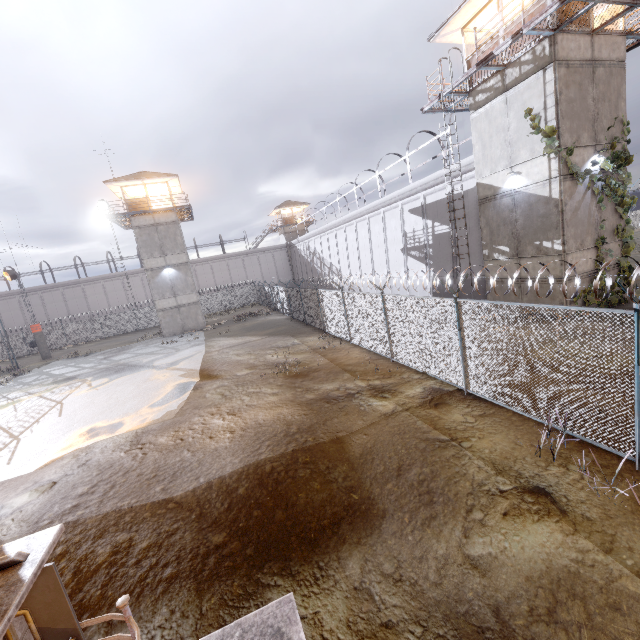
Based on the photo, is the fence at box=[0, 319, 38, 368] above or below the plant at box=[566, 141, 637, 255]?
below

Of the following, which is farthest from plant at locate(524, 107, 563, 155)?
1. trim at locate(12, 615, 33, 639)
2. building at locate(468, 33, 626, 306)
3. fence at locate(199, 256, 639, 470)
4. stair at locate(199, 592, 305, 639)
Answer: trim at locate(12, 615, 33, 639)

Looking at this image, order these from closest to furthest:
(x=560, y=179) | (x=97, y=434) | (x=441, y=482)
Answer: (x=441, y=482) → (x=97, y=434) → (x=560, y=179)

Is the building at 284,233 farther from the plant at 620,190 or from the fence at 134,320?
the plant at 620,190

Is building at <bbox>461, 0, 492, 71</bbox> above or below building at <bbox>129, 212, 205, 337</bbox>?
above

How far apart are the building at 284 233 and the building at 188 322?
23.62m

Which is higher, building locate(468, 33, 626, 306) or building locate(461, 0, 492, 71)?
building locate(461, 0, 492, 71)

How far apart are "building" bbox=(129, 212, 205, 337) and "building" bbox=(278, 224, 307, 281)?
23.6 meters
